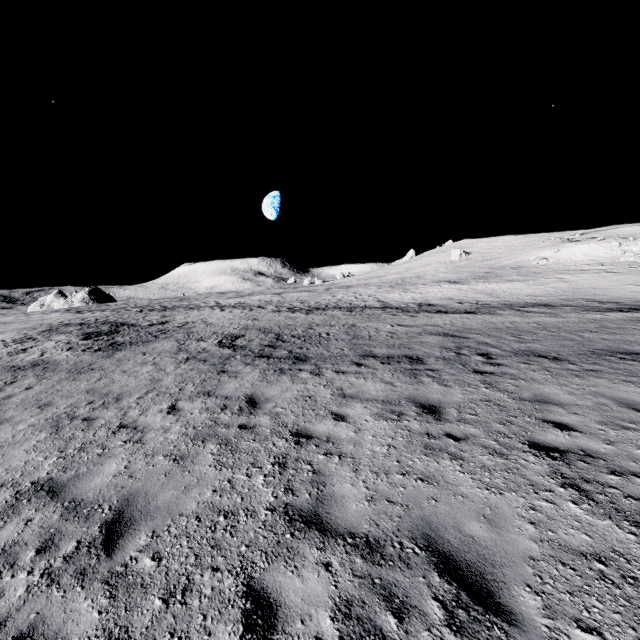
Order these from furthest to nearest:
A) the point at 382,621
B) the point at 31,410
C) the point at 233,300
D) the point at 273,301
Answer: the point at 233,300, the point at 273,301, the point at 31,410, the point at 382,621
